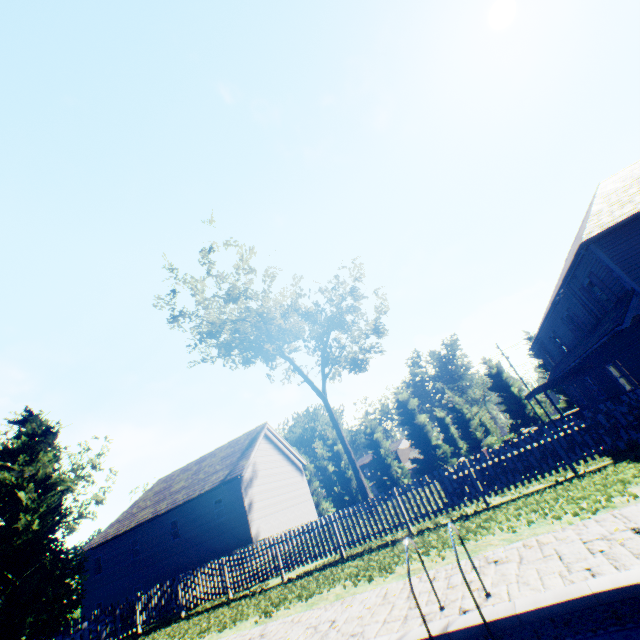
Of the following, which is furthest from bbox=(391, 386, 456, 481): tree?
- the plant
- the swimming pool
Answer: the swimming pool

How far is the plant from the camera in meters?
53.1 m

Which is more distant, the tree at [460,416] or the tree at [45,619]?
the tree at [460,416]

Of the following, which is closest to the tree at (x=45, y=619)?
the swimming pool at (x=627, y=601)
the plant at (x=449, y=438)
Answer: the plant at (x=449, y=438)

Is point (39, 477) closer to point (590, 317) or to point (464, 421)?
point (590, 317)

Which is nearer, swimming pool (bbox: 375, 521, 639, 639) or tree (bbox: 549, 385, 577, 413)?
swimming pool (bbox: 375, 521, 639, 639)

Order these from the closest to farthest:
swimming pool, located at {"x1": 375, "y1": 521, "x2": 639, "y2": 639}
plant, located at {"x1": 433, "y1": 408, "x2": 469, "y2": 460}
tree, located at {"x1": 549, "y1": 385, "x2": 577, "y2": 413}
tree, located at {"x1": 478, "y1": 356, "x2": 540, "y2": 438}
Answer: swimming pool, located at {"x1": 375, "y1": 521, "x2": 639, "y2": 639} → tree, located at {"x1": 549, "y1": 385, "x2": 577, "y2": 413} → tree, located at {"x1": 478, "y1": 356, "x2": 540, "y2": 438} → plant, located at {"x1": 433, "y1": 408, "x2": 469, "y2": 460}
